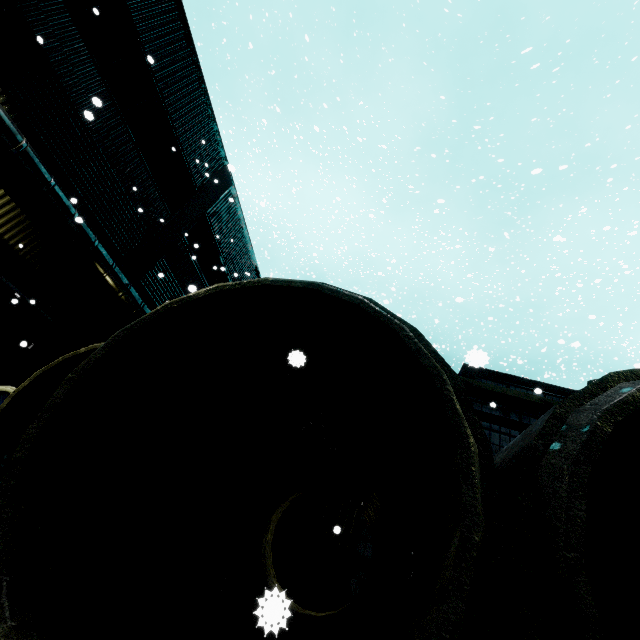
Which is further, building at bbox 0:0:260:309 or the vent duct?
building at bbox 0:0:260:309

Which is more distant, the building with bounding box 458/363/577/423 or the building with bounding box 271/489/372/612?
the building with bounding box 458/363/577/423

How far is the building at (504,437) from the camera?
8.1m

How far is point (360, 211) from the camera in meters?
13.0 m

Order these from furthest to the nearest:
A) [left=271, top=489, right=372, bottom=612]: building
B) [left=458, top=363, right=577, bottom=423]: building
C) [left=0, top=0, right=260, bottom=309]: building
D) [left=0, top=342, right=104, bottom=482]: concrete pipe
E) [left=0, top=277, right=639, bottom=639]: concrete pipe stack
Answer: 1. [left=458, top=363, right=577, bottom=423]: building
2. [left=0, top=0, right=260, bottom=309]: building
3. [left=271, top=489, right=372, bottom=612]: building
4. [left=0, top=342, right=104, bottom=482]: concrete pipe
5. [left=0, top=277, right=639, bottom=639]: concrete pipe stack

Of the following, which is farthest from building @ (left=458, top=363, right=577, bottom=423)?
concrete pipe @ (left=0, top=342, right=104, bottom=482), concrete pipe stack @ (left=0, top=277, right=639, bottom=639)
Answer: concrete pipe @ (left=0, top=342, right=104, bottom=482)

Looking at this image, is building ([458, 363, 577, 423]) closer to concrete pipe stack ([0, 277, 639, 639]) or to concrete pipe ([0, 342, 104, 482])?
concrete pipe stack ([0, 277, 639, 639])
